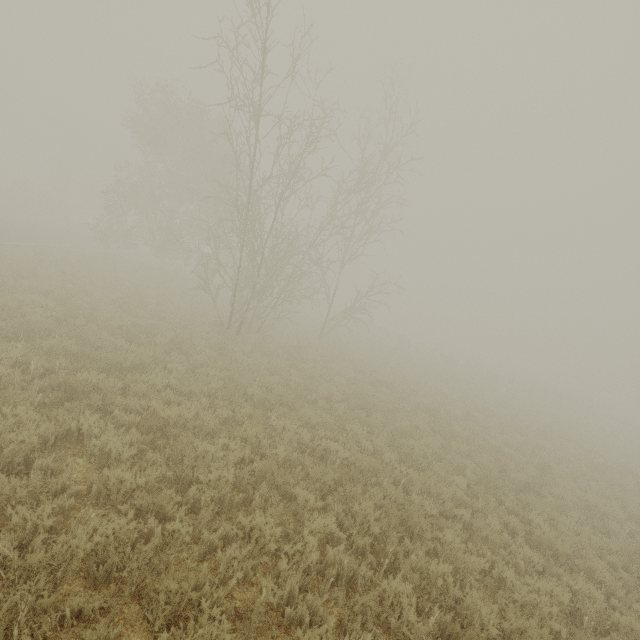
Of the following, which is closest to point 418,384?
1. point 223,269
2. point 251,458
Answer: point 251,458
